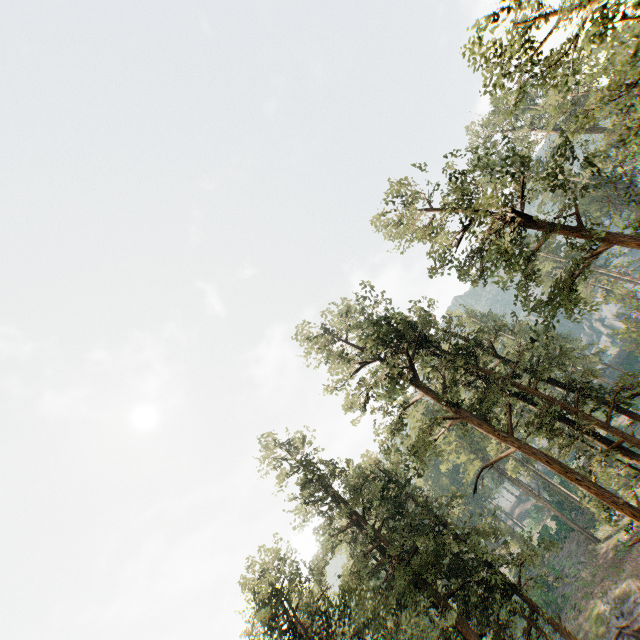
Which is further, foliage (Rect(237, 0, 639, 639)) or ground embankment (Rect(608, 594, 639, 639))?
ground embankment (Rect(608, 594, 639, 639))

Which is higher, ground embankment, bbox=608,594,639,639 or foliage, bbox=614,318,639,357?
foliage, bbox=614,318,639,357

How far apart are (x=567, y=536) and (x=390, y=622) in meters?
38.3

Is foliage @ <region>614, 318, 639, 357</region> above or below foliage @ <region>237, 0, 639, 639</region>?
above

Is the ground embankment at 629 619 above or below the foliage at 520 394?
below

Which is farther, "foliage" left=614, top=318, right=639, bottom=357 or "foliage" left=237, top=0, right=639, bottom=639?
"foliage" left=614, top=318, right=639, bottom=357

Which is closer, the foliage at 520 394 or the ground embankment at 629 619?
the foliage at 520 394
